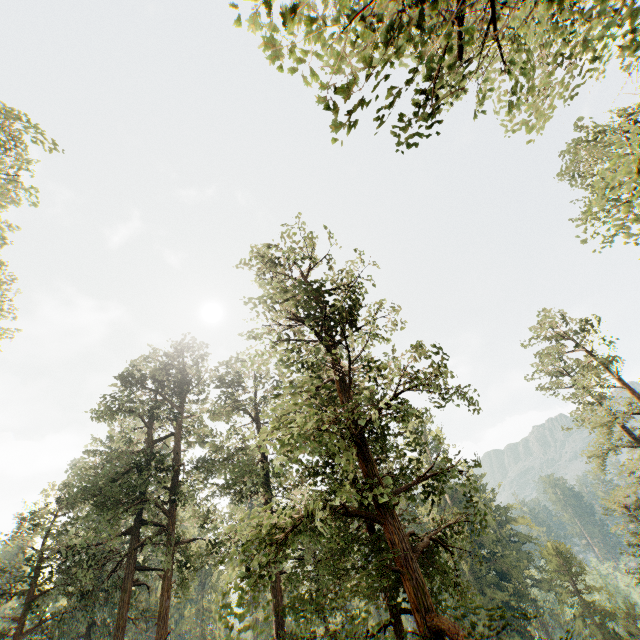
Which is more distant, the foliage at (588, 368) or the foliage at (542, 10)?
the foliage at (588, 368)

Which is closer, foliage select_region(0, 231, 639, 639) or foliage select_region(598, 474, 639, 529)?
foliage select_region(0, 231, 639, 639)

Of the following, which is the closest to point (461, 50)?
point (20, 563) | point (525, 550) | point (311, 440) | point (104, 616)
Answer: point (311, 440)

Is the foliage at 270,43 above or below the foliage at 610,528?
above

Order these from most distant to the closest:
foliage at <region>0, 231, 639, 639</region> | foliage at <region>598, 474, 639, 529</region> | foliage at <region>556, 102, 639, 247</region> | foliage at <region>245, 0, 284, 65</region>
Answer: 1. foliage at <region>598, 474, 639, 529</region>
2. foliage at <region>556, 102, 639, 247</region>
3. foliage at <region>0, 231, 639, 639</region>
4. foliage at <region>245, 0, 284, 65</region>

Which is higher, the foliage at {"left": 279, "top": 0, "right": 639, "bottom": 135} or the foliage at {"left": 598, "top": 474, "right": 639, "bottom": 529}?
the foliage at {"left": 279, "top": 0, "right": 639, "bottom": 135}
